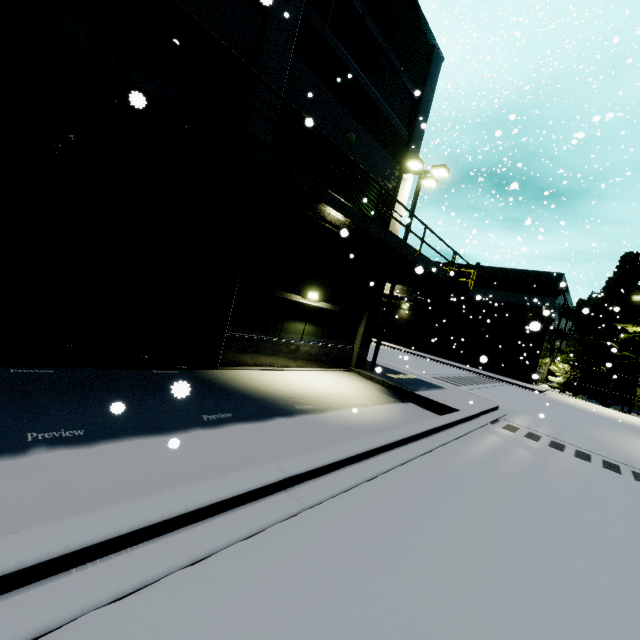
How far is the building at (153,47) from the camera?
6.8 meters

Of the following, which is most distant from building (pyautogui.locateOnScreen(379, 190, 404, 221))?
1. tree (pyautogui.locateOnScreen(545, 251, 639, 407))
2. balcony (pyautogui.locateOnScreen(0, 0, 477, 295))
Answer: tree (pyautogui.locateOnScreen(545, 251, 639, 407))

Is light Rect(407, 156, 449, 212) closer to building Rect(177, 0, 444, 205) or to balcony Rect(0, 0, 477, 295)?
building Rect(177, 0, 444, 205)

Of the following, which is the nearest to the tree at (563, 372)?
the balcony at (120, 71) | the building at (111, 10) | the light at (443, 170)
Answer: the building at (111, 10)

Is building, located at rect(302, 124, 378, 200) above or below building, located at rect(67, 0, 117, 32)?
above

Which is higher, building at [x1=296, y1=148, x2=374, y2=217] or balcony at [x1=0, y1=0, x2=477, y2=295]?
building at [x1=296, y1=148, x2=374, y2=217]

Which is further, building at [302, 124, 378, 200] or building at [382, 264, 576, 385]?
building at [382, 264, 576, 385]

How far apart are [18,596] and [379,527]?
3.6m
